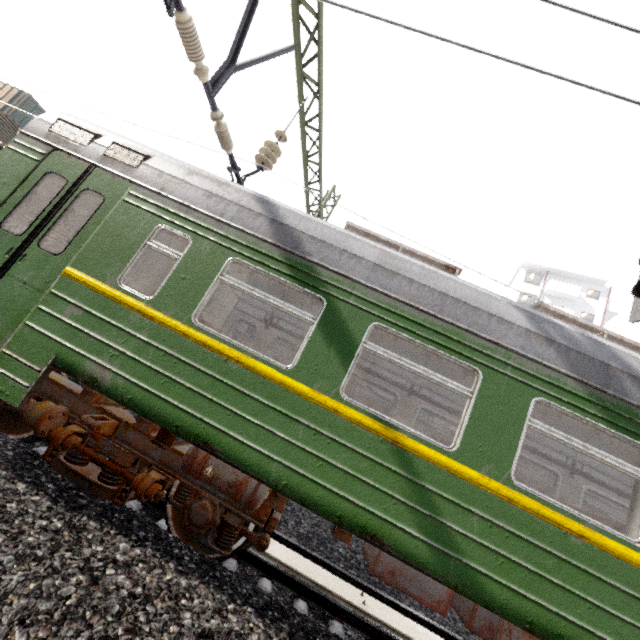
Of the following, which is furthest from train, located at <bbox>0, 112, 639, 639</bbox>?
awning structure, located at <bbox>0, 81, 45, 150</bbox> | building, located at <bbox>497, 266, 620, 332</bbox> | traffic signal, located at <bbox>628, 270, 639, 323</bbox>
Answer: building, located at <bbox>497, 266, 620, 332</bbox>

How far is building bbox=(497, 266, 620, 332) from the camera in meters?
34.1 m

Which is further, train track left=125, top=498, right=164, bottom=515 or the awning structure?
the awning structure

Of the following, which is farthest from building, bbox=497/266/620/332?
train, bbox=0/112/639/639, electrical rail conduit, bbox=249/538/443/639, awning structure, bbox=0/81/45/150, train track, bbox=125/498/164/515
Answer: train track, bbox=125/498/164/515

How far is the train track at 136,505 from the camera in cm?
416

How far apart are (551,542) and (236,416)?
3.23m

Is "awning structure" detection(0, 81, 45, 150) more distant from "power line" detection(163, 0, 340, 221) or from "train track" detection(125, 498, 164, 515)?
"train track" detection(125, 498, 164, 515)

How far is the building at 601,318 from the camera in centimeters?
3409cm
